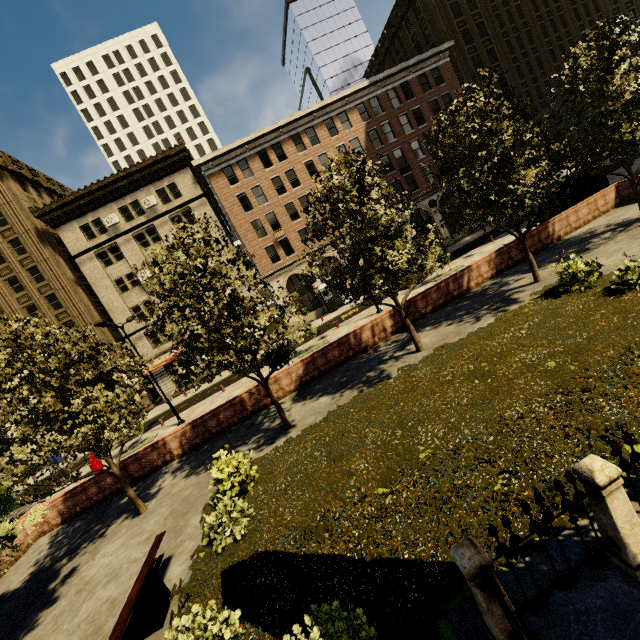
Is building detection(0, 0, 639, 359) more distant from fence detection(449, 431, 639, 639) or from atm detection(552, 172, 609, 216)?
fence detection(449, 431, 639, 639)

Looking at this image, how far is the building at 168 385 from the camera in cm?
3331

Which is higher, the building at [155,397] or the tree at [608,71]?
the tree at [608,71]

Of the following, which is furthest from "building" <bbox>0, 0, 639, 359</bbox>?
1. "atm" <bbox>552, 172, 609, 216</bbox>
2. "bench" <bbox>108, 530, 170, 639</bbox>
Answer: "bench" <bbox>108, 530, 170, 639</bbox>

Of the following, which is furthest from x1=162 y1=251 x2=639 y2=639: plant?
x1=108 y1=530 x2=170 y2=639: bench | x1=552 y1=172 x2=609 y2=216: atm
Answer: x1=552 y1=172 x2=609 y2=216: atm

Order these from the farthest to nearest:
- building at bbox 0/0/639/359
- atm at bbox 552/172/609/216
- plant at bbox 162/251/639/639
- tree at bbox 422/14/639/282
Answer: building at bbox 0/0/639/359, atm at bbox 552/172/609/216, tree at bbox 422/14/639/282, plant at bbox 162/251/639/639

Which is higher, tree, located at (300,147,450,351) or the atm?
tree, located at (300,147,450,351)

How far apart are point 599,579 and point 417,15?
53.0m
